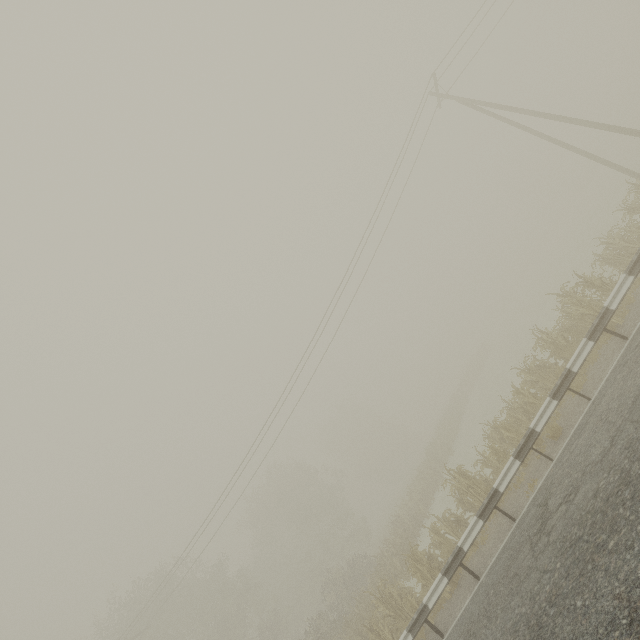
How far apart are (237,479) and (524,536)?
16.58m
